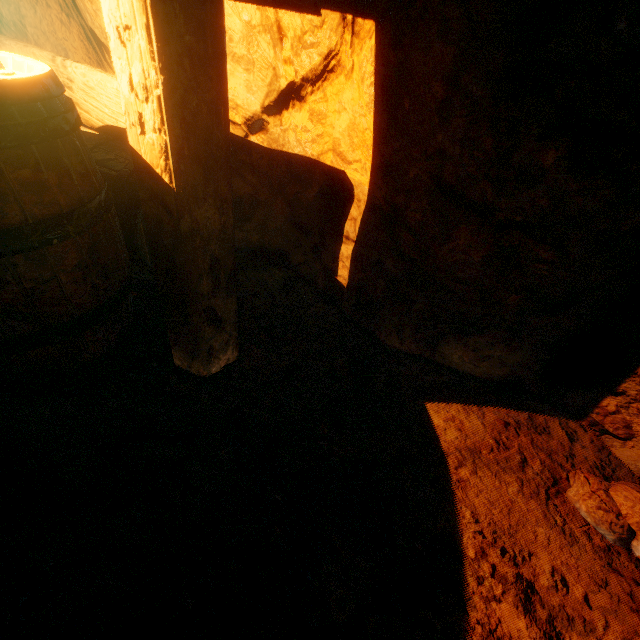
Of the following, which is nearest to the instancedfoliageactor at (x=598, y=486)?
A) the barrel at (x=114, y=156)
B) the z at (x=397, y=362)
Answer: the z at (x=397, y=362)

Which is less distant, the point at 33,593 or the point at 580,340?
the point at 33,593

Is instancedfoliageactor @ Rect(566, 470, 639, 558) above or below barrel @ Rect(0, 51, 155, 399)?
below

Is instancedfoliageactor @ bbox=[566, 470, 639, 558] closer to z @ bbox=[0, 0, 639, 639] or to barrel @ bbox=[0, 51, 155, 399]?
z @ bbox=[0, 0, 639, 639]

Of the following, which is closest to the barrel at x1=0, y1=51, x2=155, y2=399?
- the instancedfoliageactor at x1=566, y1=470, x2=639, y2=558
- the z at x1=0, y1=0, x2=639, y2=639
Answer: the z at x1=0, y1=0, x2=639, y2=639

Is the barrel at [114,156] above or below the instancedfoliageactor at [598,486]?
above
